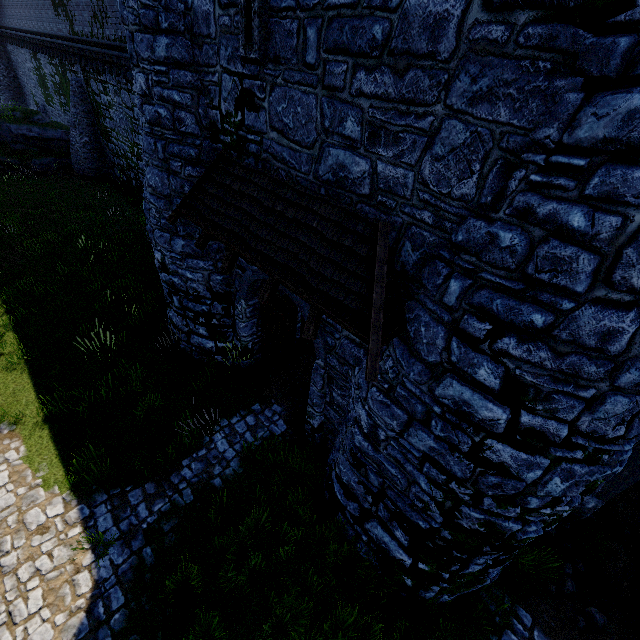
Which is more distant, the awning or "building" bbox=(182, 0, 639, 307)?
the awning

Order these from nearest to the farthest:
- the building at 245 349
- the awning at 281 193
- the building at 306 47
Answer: the building at 306 47 → the awning at 281 193 → the building at 245 349

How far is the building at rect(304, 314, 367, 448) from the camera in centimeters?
645cm

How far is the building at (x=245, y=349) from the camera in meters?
8.2

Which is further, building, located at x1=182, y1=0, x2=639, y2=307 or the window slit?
the window slit

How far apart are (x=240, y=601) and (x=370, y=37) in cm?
933

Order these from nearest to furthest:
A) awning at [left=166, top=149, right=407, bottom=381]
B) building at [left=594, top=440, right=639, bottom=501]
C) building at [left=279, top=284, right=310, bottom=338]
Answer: awning at [left=166, top=149, right=407, bottom=381] → building at [left=594, top=440, right=639, bottom=501] → building at [left=279, top=284, right=310, bottom=338]

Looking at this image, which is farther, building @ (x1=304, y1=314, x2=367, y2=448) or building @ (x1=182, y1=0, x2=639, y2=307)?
building @ (x1=304, y1=314, x2=367, y2=448)
